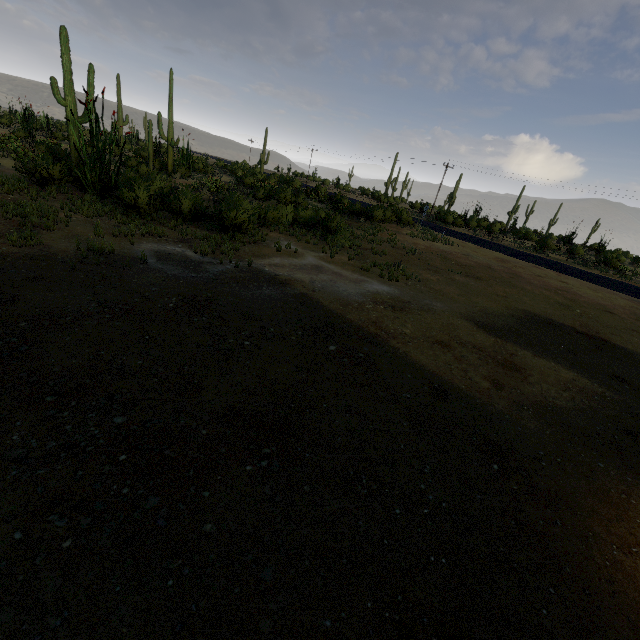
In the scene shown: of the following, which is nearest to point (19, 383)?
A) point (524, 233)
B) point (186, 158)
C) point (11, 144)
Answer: point (11, 144)
